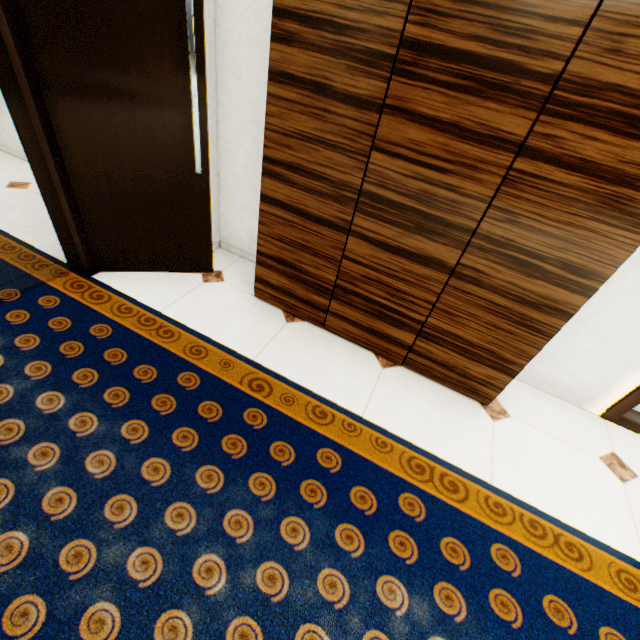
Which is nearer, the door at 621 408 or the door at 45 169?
the door at 45 169

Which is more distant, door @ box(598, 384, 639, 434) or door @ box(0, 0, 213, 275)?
door @ box(598, 384, 639, 434)

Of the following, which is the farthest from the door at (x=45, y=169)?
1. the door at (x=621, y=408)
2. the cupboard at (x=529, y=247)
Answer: the door at (x=621, y=408)

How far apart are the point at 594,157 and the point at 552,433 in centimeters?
163cm

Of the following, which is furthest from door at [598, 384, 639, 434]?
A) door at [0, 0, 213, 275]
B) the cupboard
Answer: door at [0, 0, 213, 275]

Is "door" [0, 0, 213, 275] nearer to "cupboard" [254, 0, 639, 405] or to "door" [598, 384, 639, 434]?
"cupboard" [254, 0, 639, 405]
